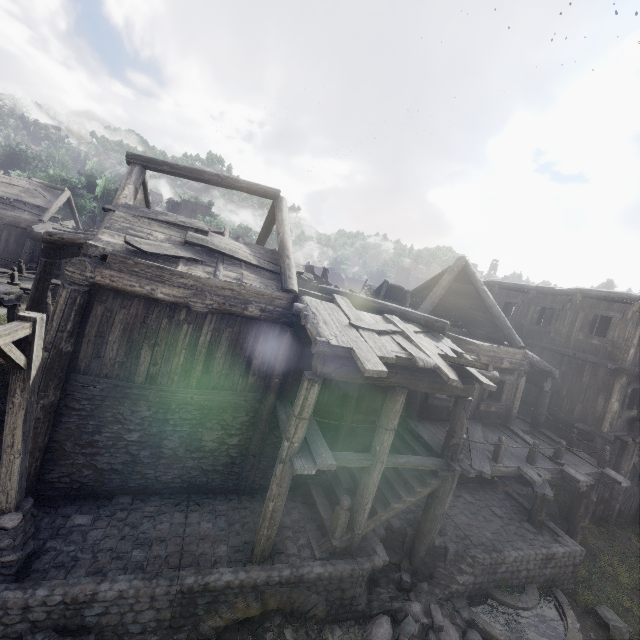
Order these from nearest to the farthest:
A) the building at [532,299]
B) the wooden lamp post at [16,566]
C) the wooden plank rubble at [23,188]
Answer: the wooden lamp post at [16,566] → the building at [532,299] → the wooden plank rubble at [23,188]

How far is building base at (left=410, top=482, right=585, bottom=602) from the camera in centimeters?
881cm

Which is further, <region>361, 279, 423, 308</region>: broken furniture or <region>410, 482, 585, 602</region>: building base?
<region>361, 279, 423, 308</region>: broken furniture

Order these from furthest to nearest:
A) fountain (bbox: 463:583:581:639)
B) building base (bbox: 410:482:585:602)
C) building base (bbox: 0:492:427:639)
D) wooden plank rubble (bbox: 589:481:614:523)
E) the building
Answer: wooden plank rubble (bbox: 589:481:614:523), building base (bbox: 410:482:585:602), fountain (bbox: 463:583:581:639), the building, building base (bbox: 0:492:427:639)

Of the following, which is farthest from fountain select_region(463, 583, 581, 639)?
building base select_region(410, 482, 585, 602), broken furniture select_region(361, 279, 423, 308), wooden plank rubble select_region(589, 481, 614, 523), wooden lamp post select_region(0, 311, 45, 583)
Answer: wooden lamp post select_region(0, 311, 45, 583)

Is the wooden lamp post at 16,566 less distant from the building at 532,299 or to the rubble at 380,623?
the building at 532,299

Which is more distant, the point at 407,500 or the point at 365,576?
the point at 407,500

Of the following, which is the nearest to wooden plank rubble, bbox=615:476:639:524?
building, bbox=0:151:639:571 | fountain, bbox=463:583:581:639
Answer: building, bbox=0:151:639:571
